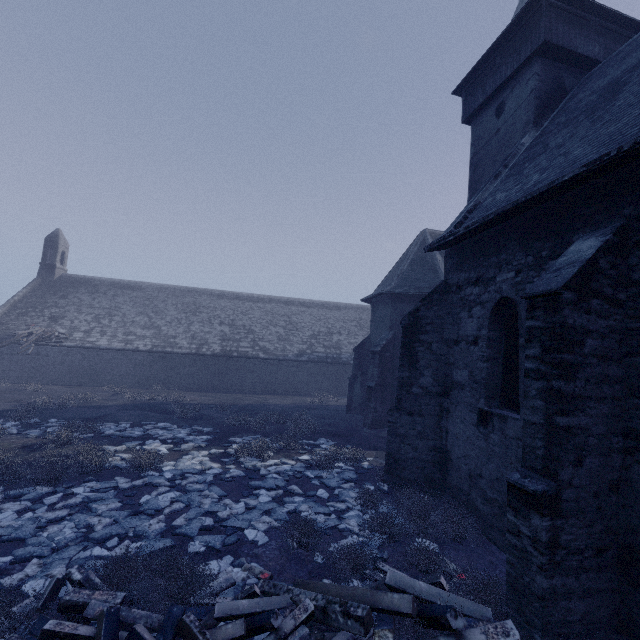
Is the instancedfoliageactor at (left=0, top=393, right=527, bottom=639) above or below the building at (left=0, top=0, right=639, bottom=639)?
below

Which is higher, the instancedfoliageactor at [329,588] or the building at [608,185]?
the building at [608,185]

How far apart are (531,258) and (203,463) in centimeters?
1051cm
